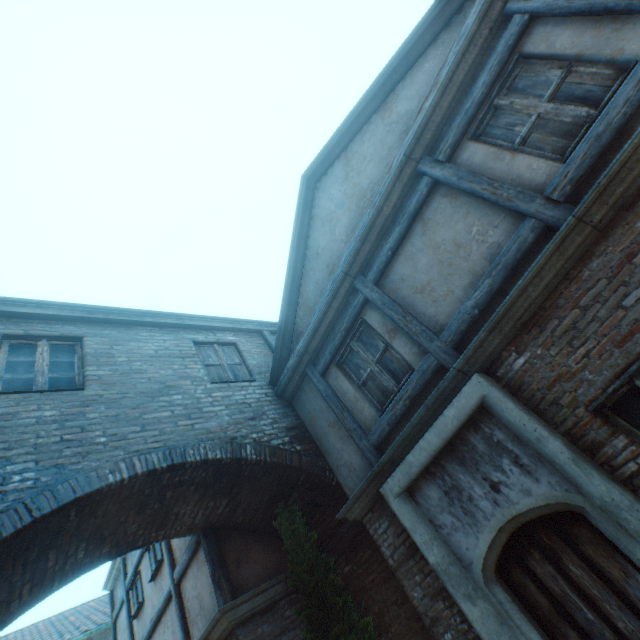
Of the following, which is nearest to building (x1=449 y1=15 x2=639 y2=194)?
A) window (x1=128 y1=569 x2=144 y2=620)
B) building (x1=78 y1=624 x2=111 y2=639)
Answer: window (x1=128 y1=569 x2=144 y2=620)

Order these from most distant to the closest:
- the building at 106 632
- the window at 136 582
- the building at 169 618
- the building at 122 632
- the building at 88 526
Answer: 1. the building at 106 632
2. the building at 122 632
3. the window at 136 582
4. the building at 169 618
5. the building at 88 526

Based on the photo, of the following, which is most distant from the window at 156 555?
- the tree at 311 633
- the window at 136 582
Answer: the tree at 311 633

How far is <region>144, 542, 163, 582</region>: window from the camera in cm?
737

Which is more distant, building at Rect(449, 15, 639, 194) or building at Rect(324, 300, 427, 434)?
building at Rect(324, 300, 427, 434)

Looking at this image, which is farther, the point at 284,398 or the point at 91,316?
the point at 284,398

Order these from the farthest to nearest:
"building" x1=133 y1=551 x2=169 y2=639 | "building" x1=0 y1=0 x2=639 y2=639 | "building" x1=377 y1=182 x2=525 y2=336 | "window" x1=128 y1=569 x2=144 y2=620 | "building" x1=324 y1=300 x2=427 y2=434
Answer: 1. "window" x1=128 y1=569 x2=144 y2=620
2. "building" x1=133 y1=551 x2=169 y2=639
3. "building" x1=324 y1=300 x2=427 y2=434
4. "building" x1=377 y1=182 x2=525 y2=336
5. "building" x1=0 y1=0 x2=639 y2=639
